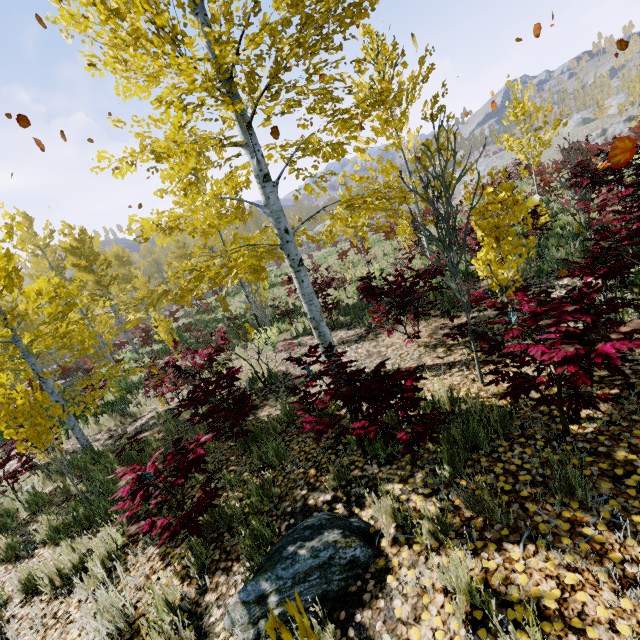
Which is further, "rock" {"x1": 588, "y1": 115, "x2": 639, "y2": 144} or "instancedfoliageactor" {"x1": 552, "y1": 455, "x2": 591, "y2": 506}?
"rock" {"x1": 588, "y1": 115, "x2": 639, "y2": 144}

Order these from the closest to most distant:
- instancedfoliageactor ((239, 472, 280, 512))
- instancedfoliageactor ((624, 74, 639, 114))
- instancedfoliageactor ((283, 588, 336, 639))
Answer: instancedfoliageactor ((283, 588, 336, 639)) → instancedfoliageactor ((239, 472, 280, 512)) → instancedfoliageactor ((624, 74, 639, 114))

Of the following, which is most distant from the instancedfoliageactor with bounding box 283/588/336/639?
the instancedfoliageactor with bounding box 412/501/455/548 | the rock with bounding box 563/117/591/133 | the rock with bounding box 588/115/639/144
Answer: the rock with bounding box 563/117/591/133

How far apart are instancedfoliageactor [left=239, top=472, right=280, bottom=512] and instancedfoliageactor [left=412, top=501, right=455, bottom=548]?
1.8 meters

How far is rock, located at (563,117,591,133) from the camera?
55.8 meters

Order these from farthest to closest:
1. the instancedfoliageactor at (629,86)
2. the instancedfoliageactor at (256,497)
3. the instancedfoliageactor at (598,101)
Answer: the instancedfoliageactor at (598,101) → the instancedfoliageactor at (629,86) → the instancedfoliageactor at (256,497)

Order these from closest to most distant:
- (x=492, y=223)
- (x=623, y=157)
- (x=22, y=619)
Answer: (x=623, y=157), (x=22, y=619), (x=492, y=223)

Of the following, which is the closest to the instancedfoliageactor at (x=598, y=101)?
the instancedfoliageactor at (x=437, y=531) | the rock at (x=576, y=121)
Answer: the instancedfoliageactor at (x=437, y=531)
